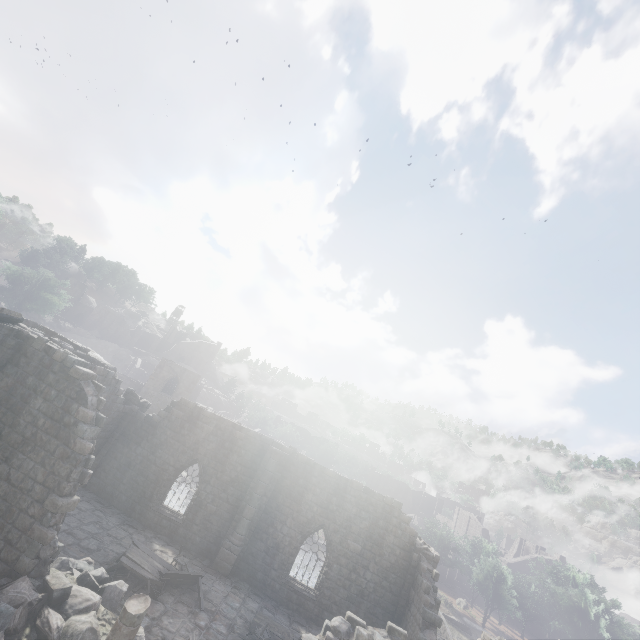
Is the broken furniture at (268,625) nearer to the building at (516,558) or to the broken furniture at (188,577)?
the building at (516,558)

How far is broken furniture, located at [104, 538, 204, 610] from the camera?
12.75m

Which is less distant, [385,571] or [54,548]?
[54,548]

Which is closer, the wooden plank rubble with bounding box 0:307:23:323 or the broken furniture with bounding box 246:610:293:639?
the wooden plank rubble with bounding box 0:307:23:323

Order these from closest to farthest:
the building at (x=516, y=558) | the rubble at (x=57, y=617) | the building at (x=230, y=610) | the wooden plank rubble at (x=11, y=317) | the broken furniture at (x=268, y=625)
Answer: the rubble at (x=57, y=617), the building at (x=230, y=610), the wooden plank rubble at (x=11, y=317), the broken furniture at (x=268, y=625), the building at (x=516, y=558)

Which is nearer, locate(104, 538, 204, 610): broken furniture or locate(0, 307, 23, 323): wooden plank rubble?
locate(0, 307, 23, 323): wooden plank rubble

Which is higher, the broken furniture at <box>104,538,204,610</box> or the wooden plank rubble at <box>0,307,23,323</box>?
the wooden plank rubble at <box>0,307,23,323</box>

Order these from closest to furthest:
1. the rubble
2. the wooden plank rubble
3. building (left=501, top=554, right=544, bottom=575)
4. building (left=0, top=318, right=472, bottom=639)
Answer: the rubble → building (left=0, top=318, right=472, bottom=639) → the wooden plank rubble → building (left=501, top=554, right=544, bottom=575)
